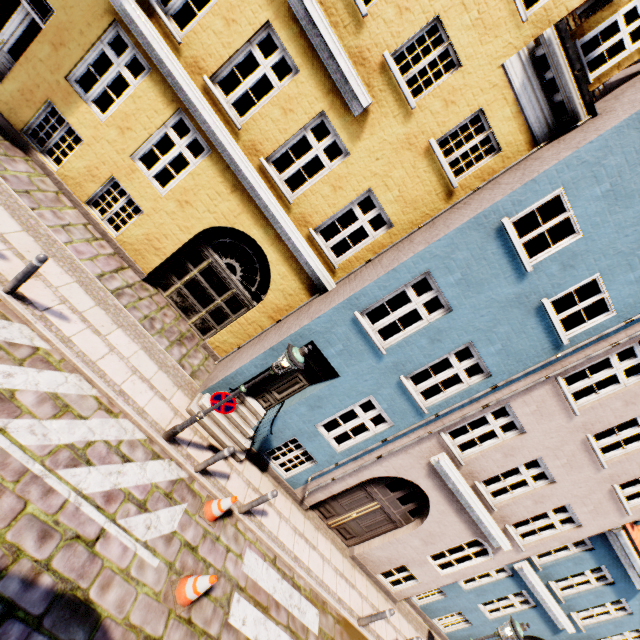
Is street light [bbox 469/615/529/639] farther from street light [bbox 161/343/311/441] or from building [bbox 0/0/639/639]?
street light [bbox 161/343/311/441]

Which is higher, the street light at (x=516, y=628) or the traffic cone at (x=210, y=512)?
the street light at (x=516, y=628)

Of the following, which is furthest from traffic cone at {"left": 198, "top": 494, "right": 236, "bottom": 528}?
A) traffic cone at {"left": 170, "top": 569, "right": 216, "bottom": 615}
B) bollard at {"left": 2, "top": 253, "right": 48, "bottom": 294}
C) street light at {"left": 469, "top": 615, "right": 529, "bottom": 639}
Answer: street light at {"left": 469, "top": 615, "right": 529, "bottom": 639}

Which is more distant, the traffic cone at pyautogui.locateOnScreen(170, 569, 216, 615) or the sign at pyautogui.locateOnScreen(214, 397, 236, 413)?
the sign at pyautogui.locateOnScreen(214, 397, 236, 413)

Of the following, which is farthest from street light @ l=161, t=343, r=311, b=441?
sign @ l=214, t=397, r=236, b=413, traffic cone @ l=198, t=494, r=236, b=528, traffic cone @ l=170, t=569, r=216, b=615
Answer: traffic cone @ l=170, t=569, r=216, b=615

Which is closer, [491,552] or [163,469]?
[163,469]

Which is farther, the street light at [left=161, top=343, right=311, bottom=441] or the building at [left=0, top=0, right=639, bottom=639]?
the building at [left=0, top=0, right=639, bottom=639]

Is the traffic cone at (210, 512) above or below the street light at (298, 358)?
below
